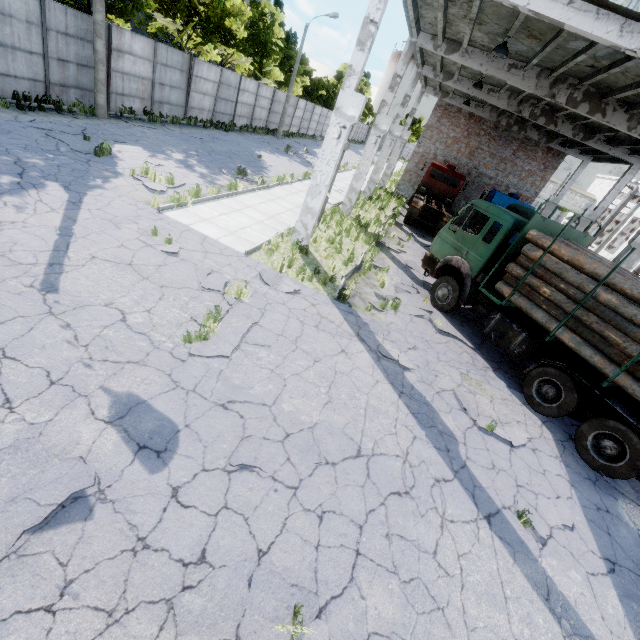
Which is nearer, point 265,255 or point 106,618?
point 106,618

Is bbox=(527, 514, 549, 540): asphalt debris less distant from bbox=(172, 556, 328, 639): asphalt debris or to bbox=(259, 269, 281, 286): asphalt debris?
bbox=(172, 556, 328, 639): asphalt debris

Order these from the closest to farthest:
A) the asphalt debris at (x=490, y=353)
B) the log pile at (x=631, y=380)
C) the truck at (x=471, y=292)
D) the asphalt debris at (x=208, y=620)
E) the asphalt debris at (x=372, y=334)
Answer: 1. the asphalt debris at (x=208, y=620)
2. the log pile at (x=631, y=380)
3. the truck at (x=471, y=292)
4. the asphalt debris at (x=372, y=334)
5. the asphalt debris at (x=490, y=353)

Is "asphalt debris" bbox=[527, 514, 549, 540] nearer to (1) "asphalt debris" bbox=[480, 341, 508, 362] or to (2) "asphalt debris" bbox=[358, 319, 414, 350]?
(2) "asphalt debris" bbox=[358, 319, 414, 350]

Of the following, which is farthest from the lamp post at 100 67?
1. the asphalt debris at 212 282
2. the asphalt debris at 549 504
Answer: the asphalt debris at 549 504

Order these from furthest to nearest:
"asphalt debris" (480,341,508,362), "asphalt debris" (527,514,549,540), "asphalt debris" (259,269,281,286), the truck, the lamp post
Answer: the lamp post → "asphalt debris" (480,341,508,362) → "asphalt debris" (259,269,281,286) → the truck → "asphalt debris" (527,514,549,540)

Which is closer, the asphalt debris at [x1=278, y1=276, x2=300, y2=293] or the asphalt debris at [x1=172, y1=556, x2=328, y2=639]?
the asphalt debris at [x1=172, y1=556, x2=328, y2=639]

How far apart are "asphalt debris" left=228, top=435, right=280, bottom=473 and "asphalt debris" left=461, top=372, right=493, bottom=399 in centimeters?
A: 398cm
